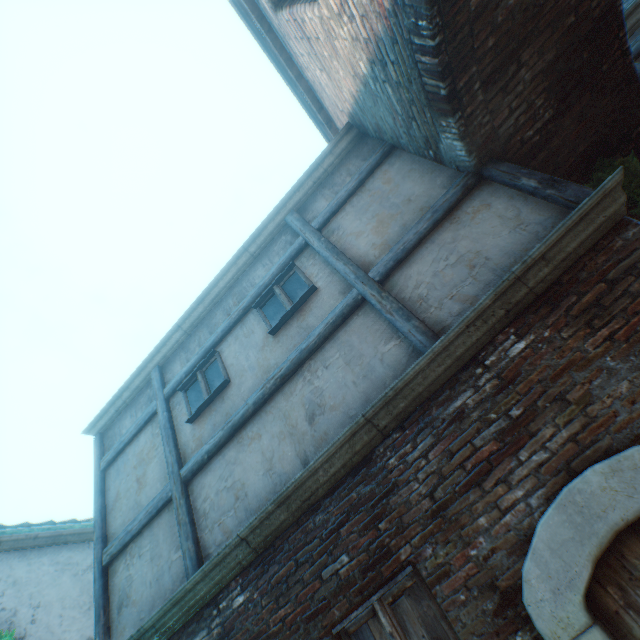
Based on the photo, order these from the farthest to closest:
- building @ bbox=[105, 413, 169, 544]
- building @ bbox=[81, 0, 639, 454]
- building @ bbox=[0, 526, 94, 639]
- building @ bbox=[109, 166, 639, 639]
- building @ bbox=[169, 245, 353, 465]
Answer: building @ bbox=[0, 526, 94, 639] < building @ bbox=[105, 413, 169, 544] < building @ bbox=[169, 245, 353, 465] < building @ bbox=[81, 0, 639, 454] < building @ bbox=[109, 166, 639, 639]

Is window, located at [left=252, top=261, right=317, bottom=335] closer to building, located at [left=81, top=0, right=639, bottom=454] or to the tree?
building, located at [left=81, top=0, right=639, bottom=454]

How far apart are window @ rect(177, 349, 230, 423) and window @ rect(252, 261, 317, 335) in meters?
1.0

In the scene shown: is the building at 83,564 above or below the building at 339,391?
above

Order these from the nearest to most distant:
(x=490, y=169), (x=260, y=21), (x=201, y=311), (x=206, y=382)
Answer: (x=490, y=169), (x=260, y=21), (x=206, y=382), (x=201, y=311)

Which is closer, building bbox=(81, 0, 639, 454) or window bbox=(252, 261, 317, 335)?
building bbox=(81, 0, 639, 454)

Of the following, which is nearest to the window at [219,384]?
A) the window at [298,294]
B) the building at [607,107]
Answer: the building at [607,107]

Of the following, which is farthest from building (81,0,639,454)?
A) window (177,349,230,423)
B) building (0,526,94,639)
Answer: building (0,526,94,639)
